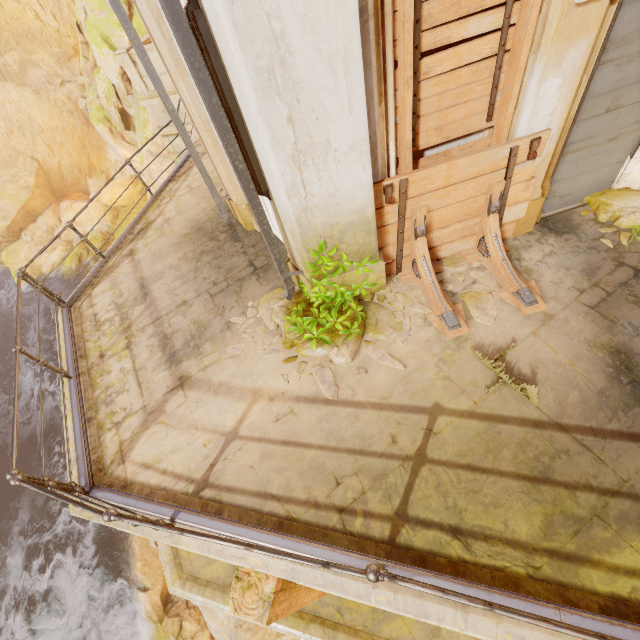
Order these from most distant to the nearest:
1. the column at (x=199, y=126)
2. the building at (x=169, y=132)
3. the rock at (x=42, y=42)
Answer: the rock at (x=42, y=42) → the building at (x=169, y=132) → the column at (x=199, y=126)

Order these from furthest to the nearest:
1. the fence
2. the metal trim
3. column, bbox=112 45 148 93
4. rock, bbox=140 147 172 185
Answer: rock, bbox=140 147 172 185 < column, bbox=112 45 148 93 < the metal trim < the fence

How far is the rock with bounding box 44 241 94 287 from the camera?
21.9 meters

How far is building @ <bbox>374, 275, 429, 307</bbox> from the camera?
4.7m

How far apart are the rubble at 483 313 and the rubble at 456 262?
0.2 meters

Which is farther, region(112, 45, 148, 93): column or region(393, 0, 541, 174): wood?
region(112, 45, 148, 93): column

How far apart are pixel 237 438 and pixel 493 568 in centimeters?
291cm

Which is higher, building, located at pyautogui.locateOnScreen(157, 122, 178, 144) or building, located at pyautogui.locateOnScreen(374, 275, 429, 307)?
building, located at pyautogui.locateOnScreen(374, 275, 429, 307)
